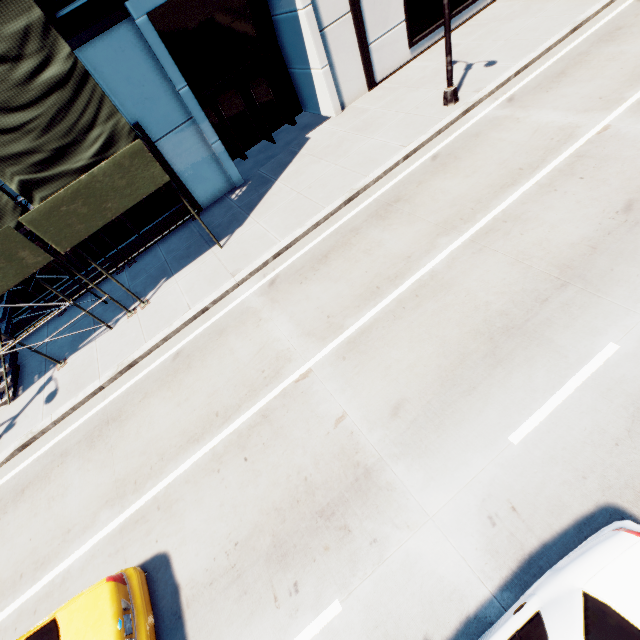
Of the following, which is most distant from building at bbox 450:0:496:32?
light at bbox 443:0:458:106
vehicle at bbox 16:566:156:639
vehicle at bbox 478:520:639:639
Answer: vehicle at bbox 478:520:639:639

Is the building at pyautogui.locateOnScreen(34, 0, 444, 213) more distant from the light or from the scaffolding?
the light

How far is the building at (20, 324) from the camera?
12.62m

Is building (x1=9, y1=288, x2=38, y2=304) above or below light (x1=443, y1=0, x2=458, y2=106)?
above

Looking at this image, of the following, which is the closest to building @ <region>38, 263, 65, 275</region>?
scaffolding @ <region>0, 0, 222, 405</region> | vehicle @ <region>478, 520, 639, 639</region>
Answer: scaffolding @ <region>0, 0, 222, 405</region>

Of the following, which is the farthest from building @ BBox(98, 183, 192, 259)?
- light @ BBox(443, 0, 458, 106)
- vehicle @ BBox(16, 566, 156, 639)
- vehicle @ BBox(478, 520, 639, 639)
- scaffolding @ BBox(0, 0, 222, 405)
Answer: vehicle @ BBox(478, 520, 639, 639)

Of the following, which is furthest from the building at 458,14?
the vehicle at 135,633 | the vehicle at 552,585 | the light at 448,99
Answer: the vehicle at 552,585

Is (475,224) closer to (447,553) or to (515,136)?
(515,136)
